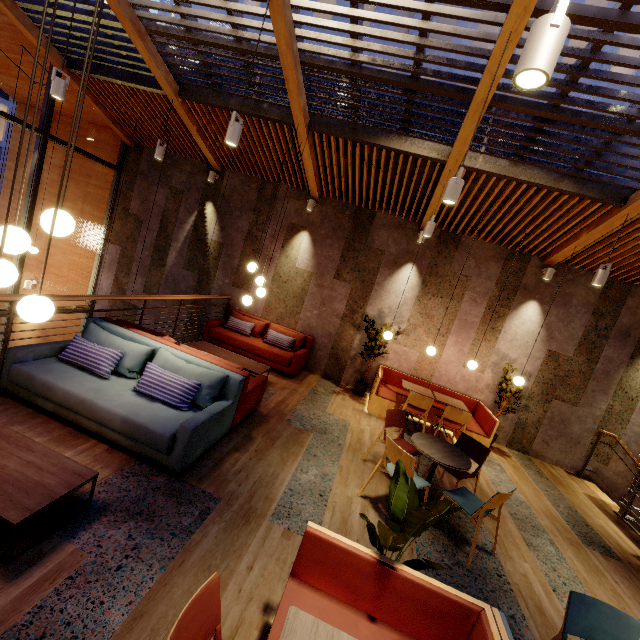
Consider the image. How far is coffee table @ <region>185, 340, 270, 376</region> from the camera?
6.1m

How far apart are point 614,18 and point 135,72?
7.5m

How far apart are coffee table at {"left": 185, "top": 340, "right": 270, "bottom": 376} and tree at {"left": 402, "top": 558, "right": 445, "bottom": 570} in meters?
3.8

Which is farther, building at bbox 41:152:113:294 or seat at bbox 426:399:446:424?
building at bbox 41:152:113:294

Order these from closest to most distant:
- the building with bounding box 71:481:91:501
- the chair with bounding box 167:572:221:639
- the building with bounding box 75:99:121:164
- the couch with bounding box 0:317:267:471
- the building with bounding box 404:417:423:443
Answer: the chair with bounding box 167:572:221:639
the building with bounding box 71:481:91:501
the couch with bounding box 0:317:267:471
the building with bounding box 404:417:423:443
the building with bounding box 75:99:121:164

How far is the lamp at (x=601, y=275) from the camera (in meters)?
4.85

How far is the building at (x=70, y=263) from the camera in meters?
9.0

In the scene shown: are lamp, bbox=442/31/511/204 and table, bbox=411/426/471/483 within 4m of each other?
yes
